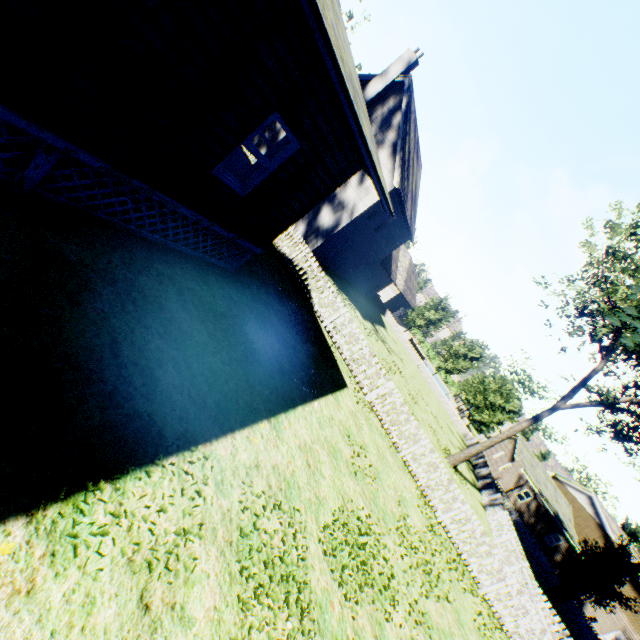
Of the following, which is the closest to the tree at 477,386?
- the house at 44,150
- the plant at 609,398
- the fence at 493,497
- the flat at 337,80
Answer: the fence at 493,497

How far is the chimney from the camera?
19.7 meters

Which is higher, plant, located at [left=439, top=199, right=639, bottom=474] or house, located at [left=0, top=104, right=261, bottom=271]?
plant, located at [left=439, top=199, right=639, bottom=474]

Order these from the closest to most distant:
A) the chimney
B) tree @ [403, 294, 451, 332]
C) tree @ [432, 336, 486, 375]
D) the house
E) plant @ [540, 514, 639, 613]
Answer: the house, plant @ [540, 514, 639, 613], the chimney, tree @ [432, 336, 486, 375], tree @ [403, 294, 451, 332]

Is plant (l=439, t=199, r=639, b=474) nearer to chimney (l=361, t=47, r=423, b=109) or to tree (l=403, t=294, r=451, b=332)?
tree (l=403, t=294, r=451, b=332)

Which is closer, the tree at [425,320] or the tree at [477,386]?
the tree at [477,386]

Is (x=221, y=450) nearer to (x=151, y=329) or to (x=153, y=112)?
(x=151, y=329)

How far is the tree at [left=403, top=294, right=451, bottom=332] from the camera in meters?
40.1
